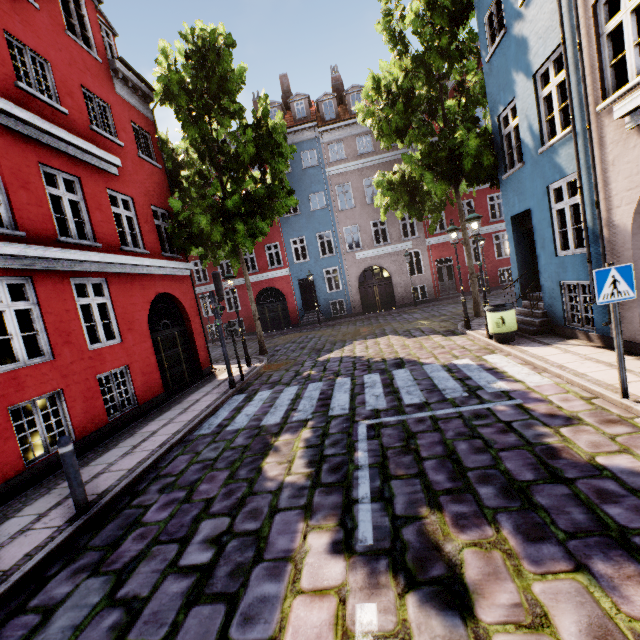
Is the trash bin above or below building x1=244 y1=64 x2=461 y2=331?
below

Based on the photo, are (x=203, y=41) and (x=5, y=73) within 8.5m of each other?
yes

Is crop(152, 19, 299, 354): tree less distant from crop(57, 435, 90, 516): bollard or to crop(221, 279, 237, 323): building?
crop(221, 279, 237, 323): building

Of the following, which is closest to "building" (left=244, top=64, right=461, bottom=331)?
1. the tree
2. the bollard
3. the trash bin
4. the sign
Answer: the trash bin

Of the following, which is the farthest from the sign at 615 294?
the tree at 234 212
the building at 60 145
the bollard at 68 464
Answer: the tree at 234 212

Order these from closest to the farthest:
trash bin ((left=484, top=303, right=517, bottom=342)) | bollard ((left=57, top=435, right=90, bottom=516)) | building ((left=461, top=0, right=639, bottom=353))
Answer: bollard ((left=57, top=435, right=90, bottom=516)) < building ((left=461, top=0, right=639, bottom=353)) < trash bin ((left=484, top=303, right=517, bottom=342))

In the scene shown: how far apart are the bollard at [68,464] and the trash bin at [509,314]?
9.39m

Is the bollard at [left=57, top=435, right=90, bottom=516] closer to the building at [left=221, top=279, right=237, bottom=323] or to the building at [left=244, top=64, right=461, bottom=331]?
the building at [left=221, top=279, right=237, bottom=323]
